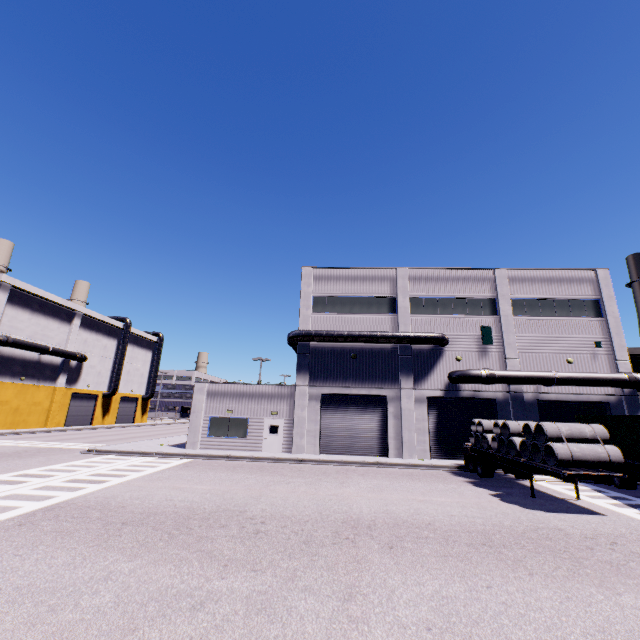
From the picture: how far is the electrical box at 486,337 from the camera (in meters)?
24.83

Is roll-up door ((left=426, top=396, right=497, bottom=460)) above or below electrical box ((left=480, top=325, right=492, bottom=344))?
below

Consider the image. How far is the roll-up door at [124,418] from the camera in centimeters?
5294cm

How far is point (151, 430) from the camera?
45.09m

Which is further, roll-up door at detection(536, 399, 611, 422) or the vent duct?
the vent duct

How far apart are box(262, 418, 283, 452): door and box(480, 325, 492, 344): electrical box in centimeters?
1629cm

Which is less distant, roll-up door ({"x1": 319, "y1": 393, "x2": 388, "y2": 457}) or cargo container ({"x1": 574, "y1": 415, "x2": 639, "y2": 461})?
cargo container ({"x1": 574, "y1": 415, "x2": 639, "y2": 461})

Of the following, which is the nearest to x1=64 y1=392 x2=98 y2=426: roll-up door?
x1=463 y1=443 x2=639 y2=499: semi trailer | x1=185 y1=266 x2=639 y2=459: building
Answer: x1=185 y1=266 x2=639 y2=459: building
